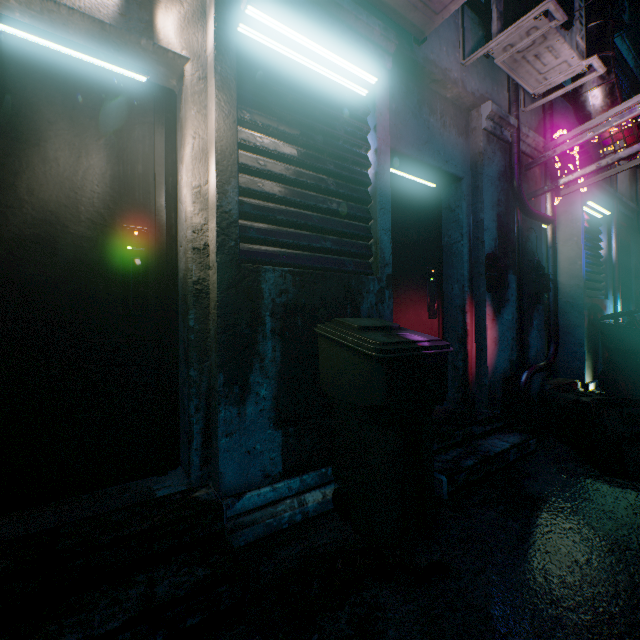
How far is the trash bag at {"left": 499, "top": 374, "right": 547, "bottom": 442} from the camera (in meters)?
2.64

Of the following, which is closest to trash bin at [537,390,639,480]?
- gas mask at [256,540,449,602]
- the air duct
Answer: gas mask at [256,540,449,602]

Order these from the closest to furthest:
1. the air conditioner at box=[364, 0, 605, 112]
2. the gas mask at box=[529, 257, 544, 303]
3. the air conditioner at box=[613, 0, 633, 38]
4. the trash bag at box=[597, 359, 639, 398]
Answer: the air conditioner at box=[364, 0, 605, 112], the gas mask at box=[529, 257, 544, 303], the trash bag at box=[597, 359, 639, 398], the air conditioner at box=[613, 0, 633, 38]

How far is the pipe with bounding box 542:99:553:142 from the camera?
3.6m

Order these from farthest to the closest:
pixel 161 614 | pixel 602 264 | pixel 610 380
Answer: pixel 602 264 < pixel 610 380 < pixel 161 614

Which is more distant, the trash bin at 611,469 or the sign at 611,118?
the sign at 611,118

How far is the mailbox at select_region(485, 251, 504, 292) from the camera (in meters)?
2.84

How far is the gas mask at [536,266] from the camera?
3.3 meters
